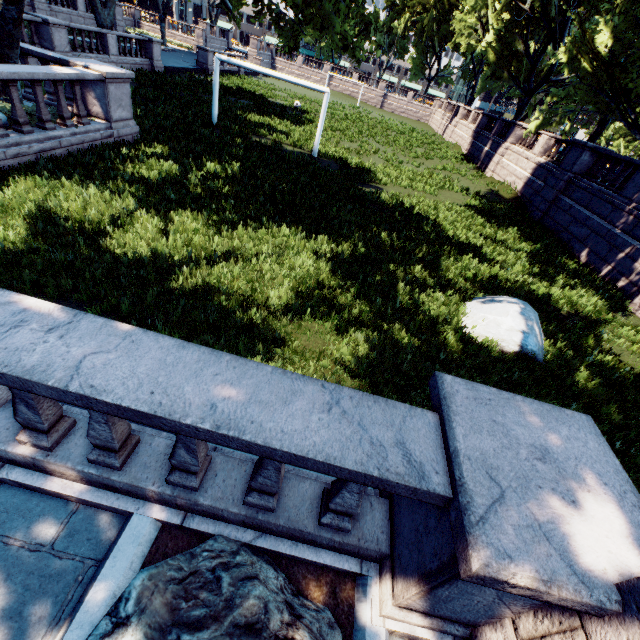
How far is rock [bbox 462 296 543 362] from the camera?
7.02m

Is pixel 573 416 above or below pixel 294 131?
above

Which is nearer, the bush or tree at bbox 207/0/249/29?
the bush

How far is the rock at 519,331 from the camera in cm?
702

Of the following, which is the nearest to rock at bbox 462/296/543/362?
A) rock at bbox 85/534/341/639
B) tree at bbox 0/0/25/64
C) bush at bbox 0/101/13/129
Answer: rock at bbox 85/534/341/639

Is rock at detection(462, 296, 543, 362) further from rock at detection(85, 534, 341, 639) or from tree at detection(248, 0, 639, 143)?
tree at detection(248, 0, 639, 143)

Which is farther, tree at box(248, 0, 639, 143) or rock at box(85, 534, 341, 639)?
tree at box(248, 0, 639, 143)

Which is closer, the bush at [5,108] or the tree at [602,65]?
the bush at [5,108]
